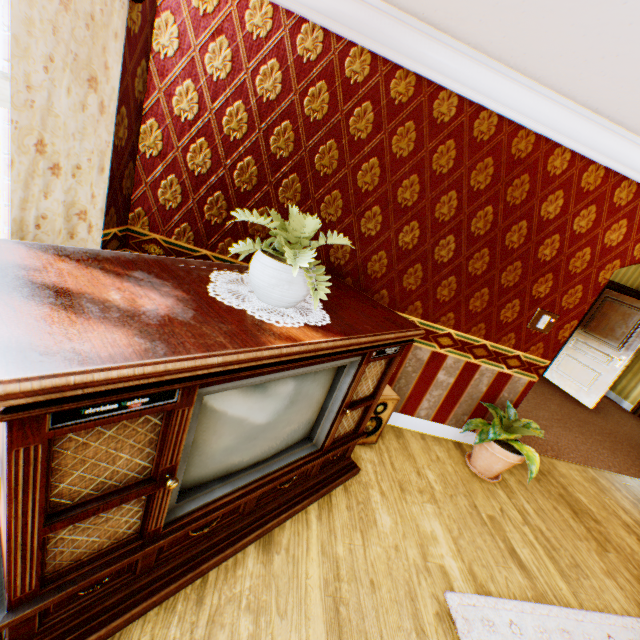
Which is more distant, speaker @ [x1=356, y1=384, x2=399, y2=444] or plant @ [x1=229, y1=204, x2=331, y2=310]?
speaker @ [x1=356, y1=384, x2=399, y2=444]

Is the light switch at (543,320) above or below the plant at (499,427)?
above

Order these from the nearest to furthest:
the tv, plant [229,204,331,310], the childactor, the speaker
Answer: the tv < plant [229,204,331,310] < the speaker < the childactor

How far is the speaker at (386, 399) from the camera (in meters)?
2.95

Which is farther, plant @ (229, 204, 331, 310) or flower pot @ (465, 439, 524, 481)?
flower pot @ (465, 439, 524, 481)

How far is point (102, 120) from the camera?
1.7 meters

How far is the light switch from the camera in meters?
3.2

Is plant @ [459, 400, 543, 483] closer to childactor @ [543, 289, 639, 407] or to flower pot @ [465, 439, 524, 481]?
flower pot @ [465, 439, 524, 481]
